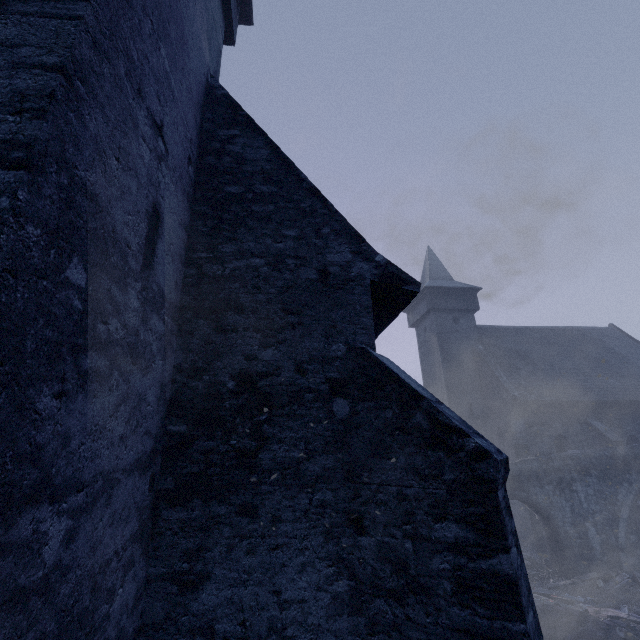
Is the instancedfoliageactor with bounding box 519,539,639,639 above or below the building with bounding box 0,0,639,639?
below

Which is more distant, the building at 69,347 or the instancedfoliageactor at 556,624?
the instancedfoliageactor at 556,624

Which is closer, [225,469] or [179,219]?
[225,469]

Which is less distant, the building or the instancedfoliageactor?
the building

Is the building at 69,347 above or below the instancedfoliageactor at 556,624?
above
